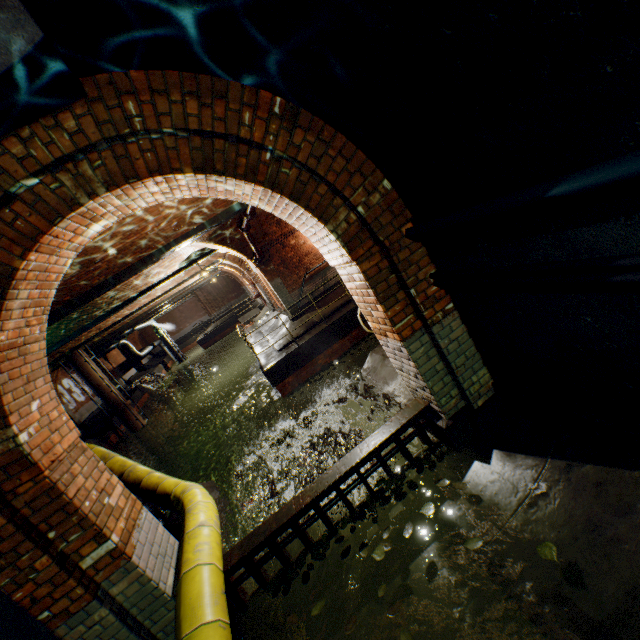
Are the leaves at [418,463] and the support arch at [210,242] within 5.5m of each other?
no

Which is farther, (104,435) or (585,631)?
(104,435)

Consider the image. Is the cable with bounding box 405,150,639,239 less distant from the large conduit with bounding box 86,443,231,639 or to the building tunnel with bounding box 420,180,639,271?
the building tunnel with bounding box 420,180,639,271

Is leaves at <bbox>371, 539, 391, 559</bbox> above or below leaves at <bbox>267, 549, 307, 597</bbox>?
above

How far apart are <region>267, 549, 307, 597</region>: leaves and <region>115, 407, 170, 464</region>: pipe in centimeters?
1839cm

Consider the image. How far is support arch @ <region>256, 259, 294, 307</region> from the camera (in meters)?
12.44

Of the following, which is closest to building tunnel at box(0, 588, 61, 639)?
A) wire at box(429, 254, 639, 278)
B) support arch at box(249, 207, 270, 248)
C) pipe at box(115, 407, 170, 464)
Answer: wire at box(429, 254, 639, 278)

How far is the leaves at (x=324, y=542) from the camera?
3.4m
